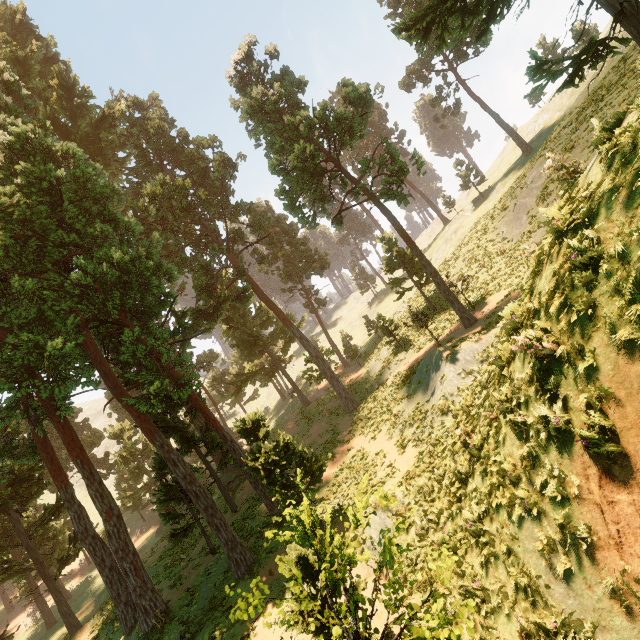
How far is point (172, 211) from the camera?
24.0m

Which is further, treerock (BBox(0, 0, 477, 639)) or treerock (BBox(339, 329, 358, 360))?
treerock (BBox(339, 329, 358, 360))

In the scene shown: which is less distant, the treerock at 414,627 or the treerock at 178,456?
the treerock at 414,627

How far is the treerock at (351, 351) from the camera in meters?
36.3

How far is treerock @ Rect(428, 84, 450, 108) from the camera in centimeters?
4133cm

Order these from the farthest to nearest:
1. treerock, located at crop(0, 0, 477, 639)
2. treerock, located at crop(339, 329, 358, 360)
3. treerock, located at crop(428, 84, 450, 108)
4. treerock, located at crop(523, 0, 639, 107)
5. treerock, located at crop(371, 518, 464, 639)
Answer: treerock, located at crop(428, 84, 450, 108)
treerock, located at crop(339, 329, 358, 360)
treerock, located at crop(0, 0, 477, 639)
treerock, located at crop(523, 0, 639, 107)
treerock, located at crop(371, 518, 464, 639)
